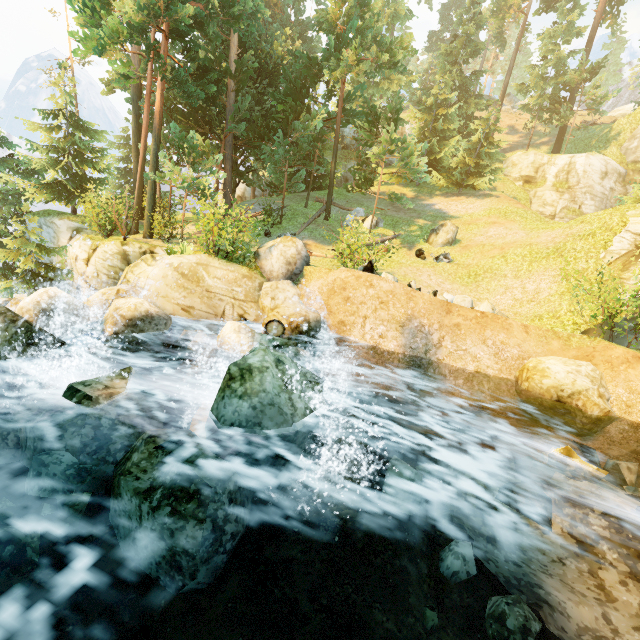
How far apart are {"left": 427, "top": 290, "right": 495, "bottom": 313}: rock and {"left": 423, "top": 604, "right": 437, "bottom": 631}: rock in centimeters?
960cm

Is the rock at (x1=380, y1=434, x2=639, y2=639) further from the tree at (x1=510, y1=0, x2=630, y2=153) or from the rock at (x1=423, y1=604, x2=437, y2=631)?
the tree at (x1=510, y1=0, x2=630, y2=153)

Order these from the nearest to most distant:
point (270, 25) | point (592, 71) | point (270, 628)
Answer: point (270, 628) → point (592, 71) → point (270, 25)

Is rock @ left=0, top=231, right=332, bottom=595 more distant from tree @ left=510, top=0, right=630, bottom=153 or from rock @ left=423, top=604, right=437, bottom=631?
tree @ left=510, top=0, right=630, bottom=153

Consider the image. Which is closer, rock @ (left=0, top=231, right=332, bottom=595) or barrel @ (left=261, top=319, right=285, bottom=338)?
rock @ (left=0, top=231, right=332, bottom=595)

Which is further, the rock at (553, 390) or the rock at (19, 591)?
the rock at (553, 390)

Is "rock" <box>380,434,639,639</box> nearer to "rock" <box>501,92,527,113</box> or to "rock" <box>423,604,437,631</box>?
"rock" <box>423,604,437,631</box>

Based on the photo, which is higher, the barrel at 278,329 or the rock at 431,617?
the barrel at 278,329
